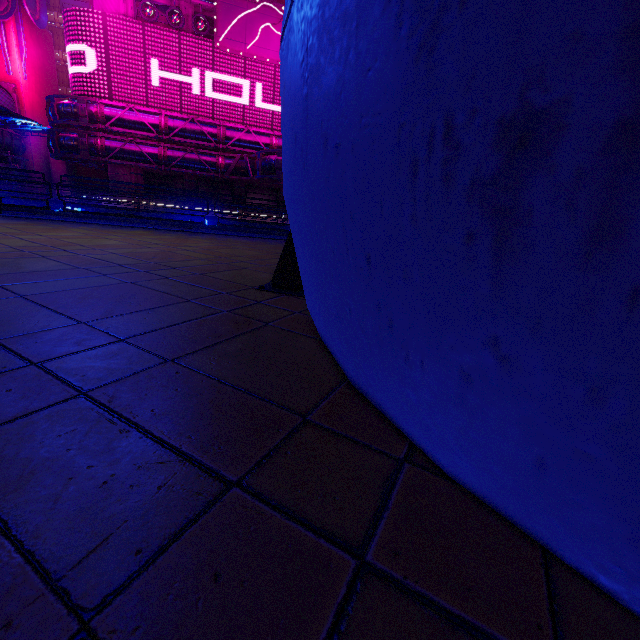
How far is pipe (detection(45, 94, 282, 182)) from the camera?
27.4 meters

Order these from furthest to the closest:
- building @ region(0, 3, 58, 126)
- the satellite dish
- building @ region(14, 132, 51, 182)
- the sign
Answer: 1. building @ region(14, 132, 51, 182)
2. building @ region(0, 3, 58, 126)
3. the satellite dish
4. the sign

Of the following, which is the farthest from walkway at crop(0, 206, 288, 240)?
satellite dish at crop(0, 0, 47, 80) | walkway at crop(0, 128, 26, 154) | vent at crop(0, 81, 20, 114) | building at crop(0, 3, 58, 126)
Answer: satellite dish at crop(0, 0, 47, 80)

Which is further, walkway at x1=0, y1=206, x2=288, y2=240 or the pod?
walkway at x1=0, y1=206, x2=288, y2=240

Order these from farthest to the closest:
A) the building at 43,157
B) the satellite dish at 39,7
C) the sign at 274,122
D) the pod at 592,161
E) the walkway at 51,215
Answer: the building at 43,157
the satellite dish at 39,7
the sign at 274,122
the walkway at 51,215
the pod at 592,161

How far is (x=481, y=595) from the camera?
0.8 meters

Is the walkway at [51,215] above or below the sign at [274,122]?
below

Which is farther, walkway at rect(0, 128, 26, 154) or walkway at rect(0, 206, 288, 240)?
walkway at rect(0, 128, 26, 154)
